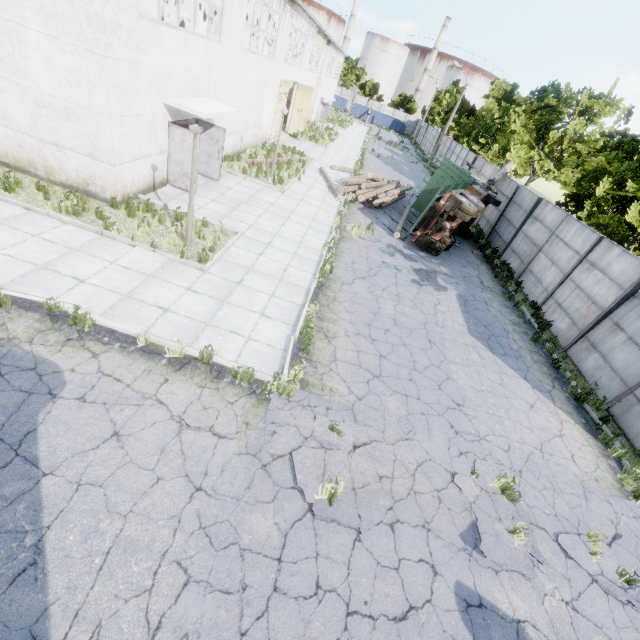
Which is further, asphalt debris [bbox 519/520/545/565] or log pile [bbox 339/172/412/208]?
log pile [bbox 339/172/412/208]

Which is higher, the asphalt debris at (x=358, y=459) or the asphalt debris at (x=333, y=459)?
the asphalt debris at (x=358, y=459)

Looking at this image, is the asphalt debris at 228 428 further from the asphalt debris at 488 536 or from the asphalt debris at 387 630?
the asphalt debris at 488 536

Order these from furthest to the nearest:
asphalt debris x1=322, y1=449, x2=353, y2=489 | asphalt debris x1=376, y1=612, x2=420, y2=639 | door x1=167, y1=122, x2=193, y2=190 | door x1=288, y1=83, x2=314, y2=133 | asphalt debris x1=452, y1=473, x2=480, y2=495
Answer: door x1=288, y1=83, x2=314, y2=133, door x1=167, y1=122, x2=193, y2=190, asphalt debris x1=452, y1=473, x2=480, y2=495, asphalt debris x1=322, y1=449, x2=353, y2=489, asphalt debris x1=376, y1=612, x2=420, y2=639

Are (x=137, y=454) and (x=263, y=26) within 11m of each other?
no

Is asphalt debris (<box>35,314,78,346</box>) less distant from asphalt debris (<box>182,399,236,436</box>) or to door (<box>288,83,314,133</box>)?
asphalt debris (<box>182,399,236,436</box>)

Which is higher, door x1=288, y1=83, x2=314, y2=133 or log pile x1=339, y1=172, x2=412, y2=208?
A: door x1=288, y1=83, x2=314, y2=133

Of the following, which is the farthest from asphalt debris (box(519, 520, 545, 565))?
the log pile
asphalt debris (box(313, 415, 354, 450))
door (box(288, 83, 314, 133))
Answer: door (box(288, 83, 314, 133))
